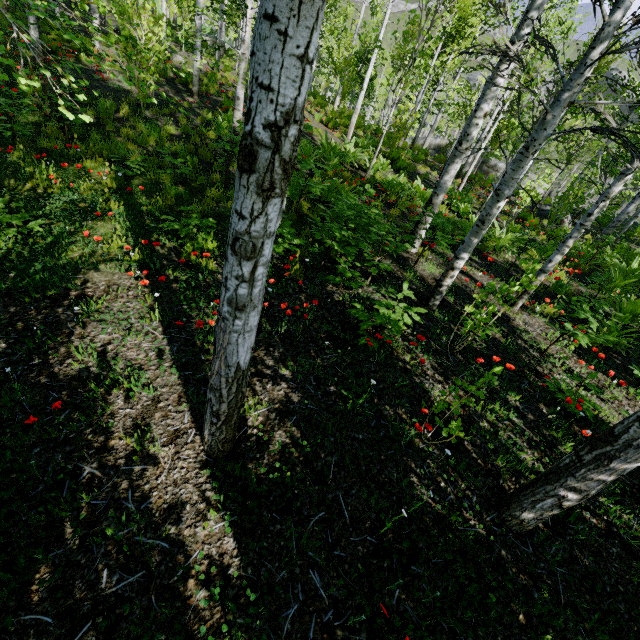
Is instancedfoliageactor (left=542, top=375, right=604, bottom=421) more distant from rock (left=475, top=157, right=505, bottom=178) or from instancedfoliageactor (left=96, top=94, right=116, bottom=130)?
rock (left=475, top=157, right=505, bottom=178)

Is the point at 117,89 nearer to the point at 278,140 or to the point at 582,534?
the point at 278,140

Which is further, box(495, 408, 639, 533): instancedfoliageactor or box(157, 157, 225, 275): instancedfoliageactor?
box(157, 157, 225, 275): instancedfoliageactor

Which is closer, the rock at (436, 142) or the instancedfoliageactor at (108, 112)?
the instancedfoliageactor at (108, 112)

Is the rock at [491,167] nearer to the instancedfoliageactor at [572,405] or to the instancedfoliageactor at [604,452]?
the instancedfoliageactor at [572,405]

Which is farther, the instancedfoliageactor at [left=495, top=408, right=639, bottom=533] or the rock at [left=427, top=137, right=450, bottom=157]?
the rock at [left=427, top=137, right=450, bottom=157]

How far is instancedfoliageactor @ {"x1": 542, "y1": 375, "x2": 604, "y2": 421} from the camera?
3.5 meters

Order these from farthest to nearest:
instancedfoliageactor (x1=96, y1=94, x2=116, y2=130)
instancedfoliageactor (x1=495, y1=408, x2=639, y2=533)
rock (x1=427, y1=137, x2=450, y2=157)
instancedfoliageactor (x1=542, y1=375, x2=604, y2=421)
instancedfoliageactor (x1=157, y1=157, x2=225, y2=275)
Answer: rock (x1=427, y1=137, x2=450, y2=157) → instancedfoliageactor (x1=96, y1=94, x2=116, y2=130) → instancedfoliageactor (x1=157, y1=157, x2=225, y2=275) → instancedfoliageactor (x1=542, y1=375, x2=604, y2=421) → instancedfoliageactor (x1=495, y1=408, x2=639, y2=533)
